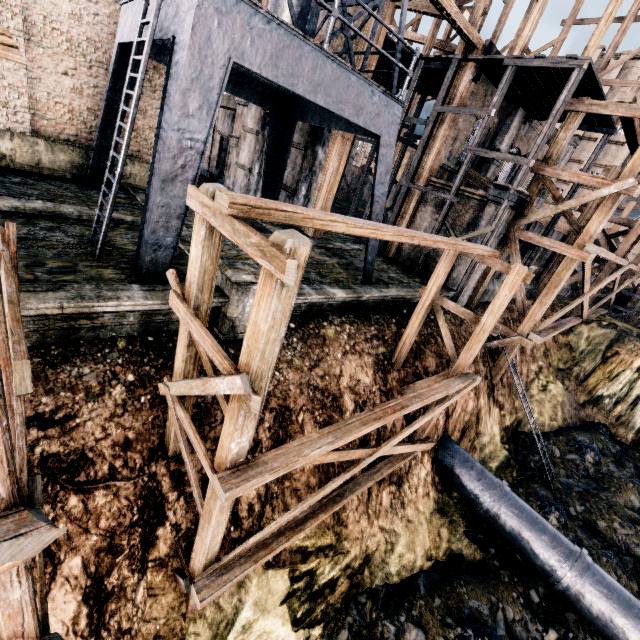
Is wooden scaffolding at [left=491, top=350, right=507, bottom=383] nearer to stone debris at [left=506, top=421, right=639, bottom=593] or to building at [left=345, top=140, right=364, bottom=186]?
building at [left=345, top=140, right=364, bottom=186]

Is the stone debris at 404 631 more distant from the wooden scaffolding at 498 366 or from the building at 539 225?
the building at 539 225

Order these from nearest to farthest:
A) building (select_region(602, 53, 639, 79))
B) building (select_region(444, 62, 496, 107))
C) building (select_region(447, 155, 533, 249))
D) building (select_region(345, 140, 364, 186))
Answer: building (select_region(447, 155, 533, 249)), building (select_region(444, 62, 496, 107)), building (select_region(602, 53, 639, 79)), building (select_region(345, 140, 364, 186))

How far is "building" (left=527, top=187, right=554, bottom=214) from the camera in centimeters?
1880cm

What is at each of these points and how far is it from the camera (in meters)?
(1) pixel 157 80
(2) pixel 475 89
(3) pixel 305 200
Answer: (1) building, 14.97
(2) building, 17.67
(3) building, 19.61

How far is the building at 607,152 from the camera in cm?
4728

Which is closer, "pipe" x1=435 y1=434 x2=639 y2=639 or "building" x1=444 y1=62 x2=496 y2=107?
"pipe" x1=435 y1=434 x2=639 y2=639

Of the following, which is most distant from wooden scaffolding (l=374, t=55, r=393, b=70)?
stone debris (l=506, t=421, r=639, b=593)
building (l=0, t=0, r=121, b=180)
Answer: stone debris (l=506, t=421, r=639, b=593)
